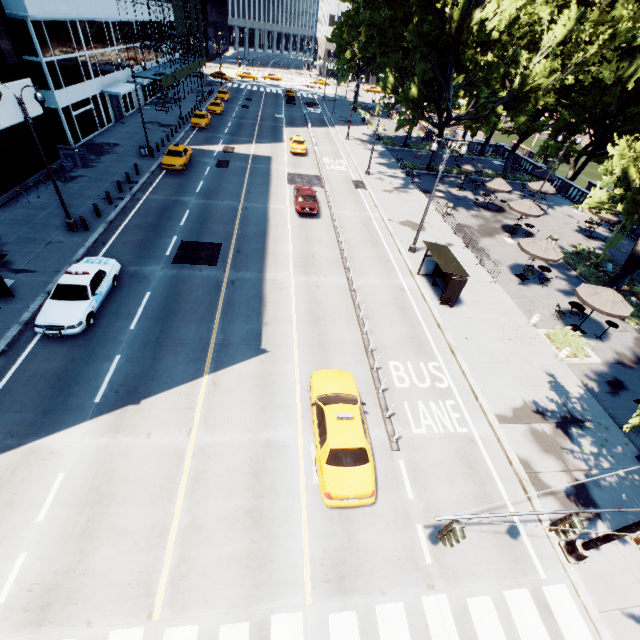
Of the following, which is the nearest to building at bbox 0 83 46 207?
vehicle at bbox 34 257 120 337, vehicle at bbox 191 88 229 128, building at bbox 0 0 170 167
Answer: building at bbox 0 0 170 167

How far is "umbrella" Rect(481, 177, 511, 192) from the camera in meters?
30.3

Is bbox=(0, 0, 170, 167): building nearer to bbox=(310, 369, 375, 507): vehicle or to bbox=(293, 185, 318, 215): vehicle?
bbox=(293, 185, 318, 215): vehicle

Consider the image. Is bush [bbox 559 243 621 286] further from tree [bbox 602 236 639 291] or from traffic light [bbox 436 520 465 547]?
traffic light [bbox 436 520 465 547]

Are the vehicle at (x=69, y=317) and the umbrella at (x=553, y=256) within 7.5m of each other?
no

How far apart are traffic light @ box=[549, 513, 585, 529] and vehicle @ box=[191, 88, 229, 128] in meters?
56.2 m

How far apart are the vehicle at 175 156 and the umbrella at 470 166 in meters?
27.8 m

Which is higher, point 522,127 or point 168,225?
point 522,127
